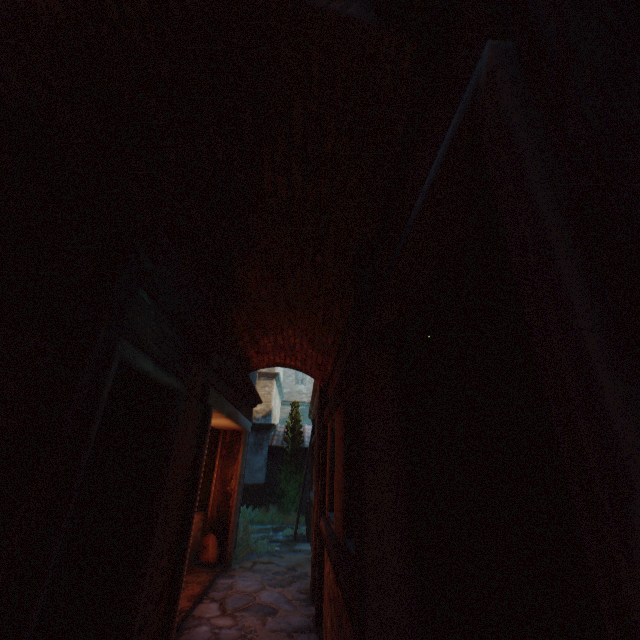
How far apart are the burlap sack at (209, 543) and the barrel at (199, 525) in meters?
0.0

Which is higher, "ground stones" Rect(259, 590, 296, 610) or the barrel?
the barrel

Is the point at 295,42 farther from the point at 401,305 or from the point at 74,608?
the point at 74,608

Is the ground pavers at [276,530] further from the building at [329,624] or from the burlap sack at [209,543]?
the burlap sack at [209,543]

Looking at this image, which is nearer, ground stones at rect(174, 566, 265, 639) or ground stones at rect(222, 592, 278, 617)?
ground stones at rect(174, 566, 265, 639)

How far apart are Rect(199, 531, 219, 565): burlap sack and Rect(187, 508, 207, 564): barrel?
0.04m

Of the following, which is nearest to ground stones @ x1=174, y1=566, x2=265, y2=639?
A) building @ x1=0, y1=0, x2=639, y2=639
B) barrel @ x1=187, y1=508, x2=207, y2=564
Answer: building @ x1=0, y1=0, x2=639, y2=639

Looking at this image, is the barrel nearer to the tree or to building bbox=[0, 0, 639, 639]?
building bbox=[0, 0, 639, 639]
